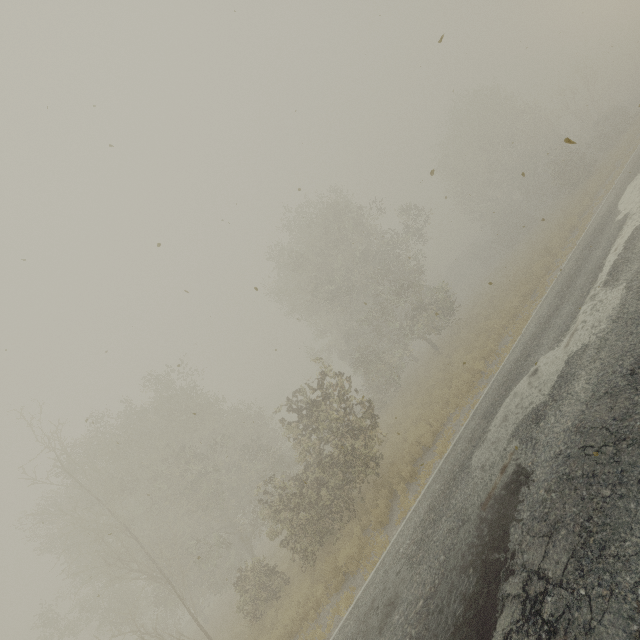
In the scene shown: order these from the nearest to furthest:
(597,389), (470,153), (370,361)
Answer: (597,389)
(370,361)
(470,153)
